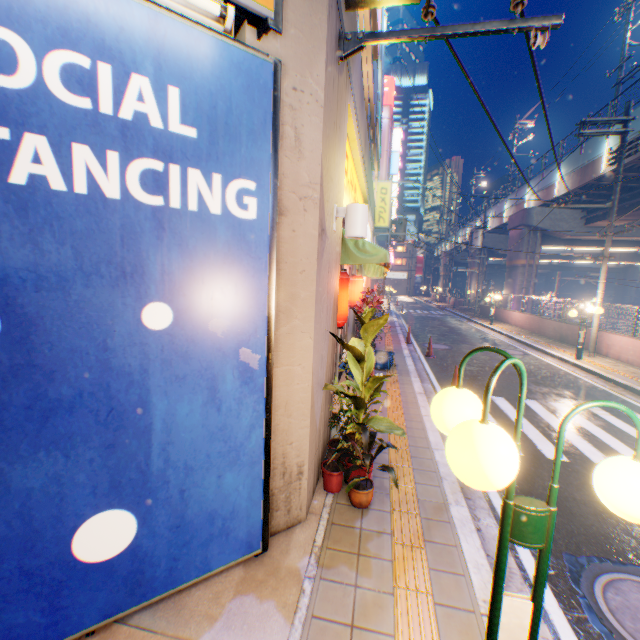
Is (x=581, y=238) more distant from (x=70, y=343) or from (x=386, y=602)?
(x=70, y=343)

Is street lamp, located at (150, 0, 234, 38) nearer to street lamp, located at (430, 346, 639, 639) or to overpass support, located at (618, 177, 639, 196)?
street lamp, located at (430, 346, 639, 639)

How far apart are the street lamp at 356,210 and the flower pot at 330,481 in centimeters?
293cm

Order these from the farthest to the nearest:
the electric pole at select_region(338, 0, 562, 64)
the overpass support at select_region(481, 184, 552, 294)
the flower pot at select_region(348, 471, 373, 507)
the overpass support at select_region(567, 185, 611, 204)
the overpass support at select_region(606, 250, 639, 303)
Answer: the overpass support at select_region(606, 250, 639, 303) < the overpass support at select_region(481, 184, 552, 294) < the overpass support at select_region(567, 185, 611, 204) < the flower pot at select_region(348, 471, 373, 507) < the electric pole at select_region(338, 0, 562, 64)

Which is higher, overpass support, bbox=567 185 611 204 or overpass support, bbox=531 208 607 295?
overpass support, bbox=567 185 611 204

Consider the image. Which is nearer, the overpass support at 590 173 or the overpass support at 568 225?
the overpass support at 590 173

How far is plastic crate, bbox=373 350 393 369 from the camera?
10.1 meters

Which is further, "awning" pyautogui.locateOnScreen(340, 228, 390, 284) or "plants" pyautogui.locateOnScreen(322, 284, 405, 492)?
"awning" pyautogui.locateOnScreen(340, 228, 390, 284)
